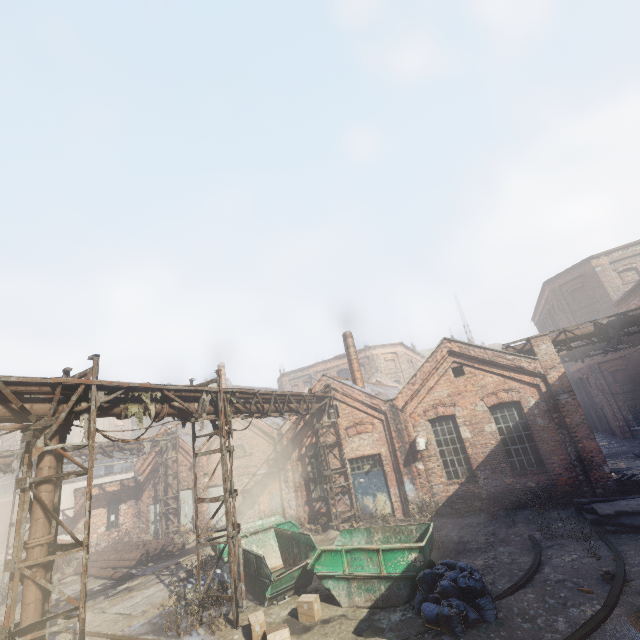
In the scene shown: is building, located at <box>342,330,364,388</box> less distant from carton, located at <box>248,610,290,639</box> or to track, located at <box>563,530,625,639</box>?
track, located at <box>563,530,625,639</box>

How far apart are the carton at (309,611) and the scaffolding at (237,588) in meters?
1.6 m

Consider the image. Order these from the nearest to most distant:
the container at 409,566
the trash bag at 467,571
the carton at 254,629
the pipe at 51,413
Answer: the pipe at 51,413 < the trash bag at 467,571 < the carton at 254,629 < the container at 409,566

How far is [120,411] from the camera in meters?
8.2

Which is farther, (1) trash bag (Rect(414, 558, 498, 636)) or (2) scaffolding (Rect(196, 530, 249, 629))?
(2) scaffolding (Rect(196, 530, 249, 629))

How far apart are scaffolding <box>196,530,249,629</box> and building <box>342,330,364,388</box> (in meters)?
10.92

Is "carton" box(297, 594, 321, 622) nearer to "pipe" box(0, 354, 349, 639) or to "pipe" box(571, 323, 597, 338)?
"pipe" box(0, 354, 349, 639)

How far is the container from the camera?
8.23m
